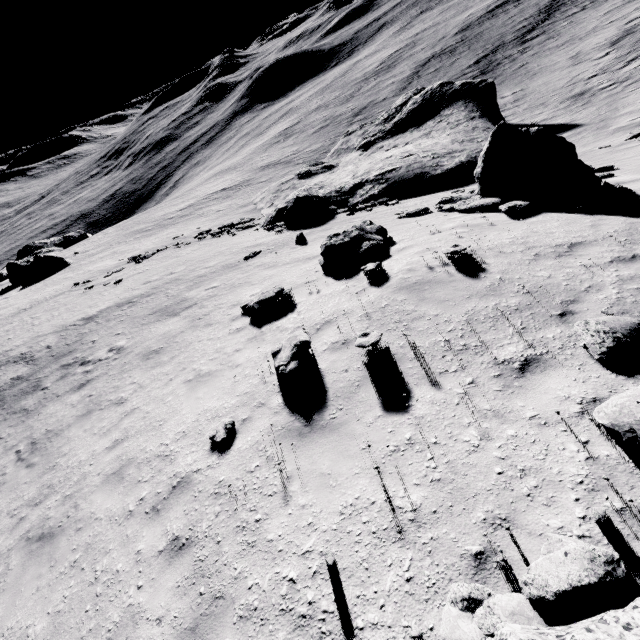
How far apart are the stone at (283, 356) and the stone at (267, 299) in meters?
2.7 m

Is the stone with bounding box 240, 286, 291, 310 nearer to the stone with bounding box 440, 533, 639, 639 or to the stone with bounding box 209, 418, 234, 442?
the stone with bounding box 209, 418, 234, 442

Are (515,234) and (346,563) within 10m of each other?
yes

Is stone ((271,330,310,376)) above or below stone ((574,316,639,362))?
above

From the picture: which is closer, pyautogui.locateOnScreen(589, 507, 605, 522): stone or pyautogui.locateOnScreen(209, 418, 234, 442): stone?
pyautogui.locateOnScreen(589, 507, 605, 522): stone

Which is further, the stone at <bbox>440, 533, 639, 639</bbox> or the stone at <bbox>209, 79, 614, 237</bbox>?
the stone at <bbox>209, 79, 614, 237</bbox>

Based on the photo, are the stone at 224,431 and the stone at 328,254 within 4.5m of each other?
no

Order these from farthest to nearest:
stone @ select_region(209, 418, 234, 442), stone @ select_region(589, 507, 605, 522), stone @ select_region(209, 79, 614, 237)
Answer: stone @ select_region(209, 79, 614, 237) → stone @ select_region(209, 418, 234, 442) → stone @ select_region(589, 507, 605, 522)
